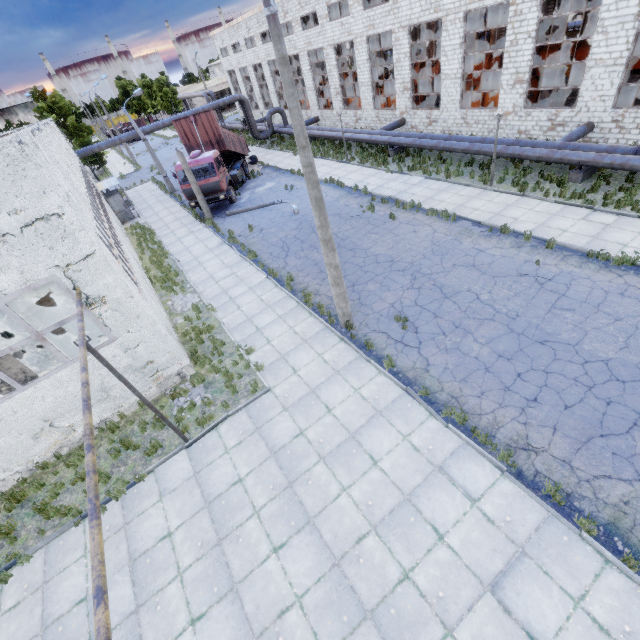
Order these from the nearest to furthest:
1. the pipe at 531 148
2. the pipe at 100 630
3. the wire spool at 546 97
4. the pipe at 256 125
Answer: the pipe at 100 630, the pipe at 531 148, the wire spool at 546 97, the pipe at 256 125

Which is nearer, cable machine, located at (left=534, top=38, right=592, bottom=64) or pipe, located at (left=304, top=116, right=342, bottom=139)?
cable machine, located at (left=534, top=38, right=592, bottom=64)

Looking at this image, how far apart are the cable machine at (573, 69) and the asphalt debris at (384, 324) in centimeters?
2783cm

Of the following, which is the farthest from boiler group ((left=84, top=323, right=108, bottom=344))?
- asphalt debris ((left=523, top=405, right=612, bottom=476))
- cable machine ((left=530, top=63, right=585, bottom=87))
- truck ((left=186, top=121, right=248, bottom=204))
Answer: cable machine ((left=530, top=63, right=585, bottom=87))

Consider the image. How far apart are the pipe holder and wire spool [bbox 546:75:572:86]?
11.61m

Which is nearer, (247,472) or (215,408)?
(247,472)

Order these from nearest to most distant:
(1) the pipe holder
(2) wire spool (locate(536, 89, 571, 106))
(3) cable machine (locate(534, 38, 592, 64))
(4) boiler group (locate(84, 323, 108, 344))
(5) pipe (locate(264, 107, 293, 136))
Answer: (4) boiler group (locate(84, 323, 108, 344))
(1) the pipe holder
(2) wire spool (locate(536, 89, 571, 106))
(3) cable machine (locate(534, 38, 592, 64))
(5) pipe (locate(264, 107, 293, 136))

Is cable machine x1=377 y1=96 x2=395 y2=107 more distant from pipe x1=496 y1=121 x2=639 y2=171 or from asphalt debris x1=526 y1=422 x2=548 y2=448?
asphalt debris x1=526 y1=422 x2=548 y2=448
